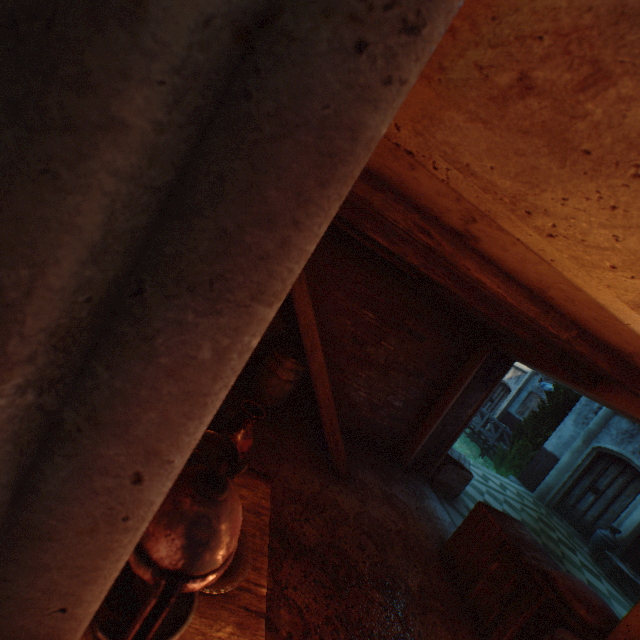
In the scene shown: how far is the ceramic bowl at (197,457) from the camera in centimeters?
181cm

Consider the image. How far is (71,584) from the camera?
0.45m

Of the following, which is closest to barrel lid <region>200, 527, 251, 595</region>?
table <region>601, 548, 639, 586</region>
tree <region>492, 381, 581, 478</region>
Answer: table <region>601, 548, 639, 586</region>

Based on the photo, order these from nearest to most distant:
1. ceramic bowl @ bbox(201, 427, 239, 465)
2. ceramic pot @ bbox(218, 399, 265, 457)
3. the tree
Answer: ceramic bowl @ bbox(201, 427, 239, 465), ceramic pot @ bbox(218, 399, 265, 457), the tree

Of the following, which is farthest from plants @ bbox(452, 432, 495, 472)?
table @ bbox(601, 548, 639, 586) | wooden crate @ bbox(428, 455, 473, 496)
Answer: wooden crate @ bbox(428, 455, 473, 496)

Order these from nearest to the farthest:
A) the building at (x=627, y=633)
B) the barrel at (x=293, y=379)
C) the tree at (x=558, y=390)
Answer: the building at (x=627, y=633), the barrel at (x=293, y=379), the tree at (x=558, y=390)

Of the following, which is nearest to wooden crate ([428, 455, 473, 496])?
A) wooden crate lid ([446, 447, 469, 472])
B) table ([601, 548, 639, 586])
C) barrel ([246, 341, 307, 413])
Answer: wooden crate lid ([446, 447, 469, 472])

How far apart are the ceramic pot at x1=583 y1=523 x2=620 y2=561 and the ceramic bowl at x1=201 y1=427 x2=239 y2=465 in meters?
10.2
